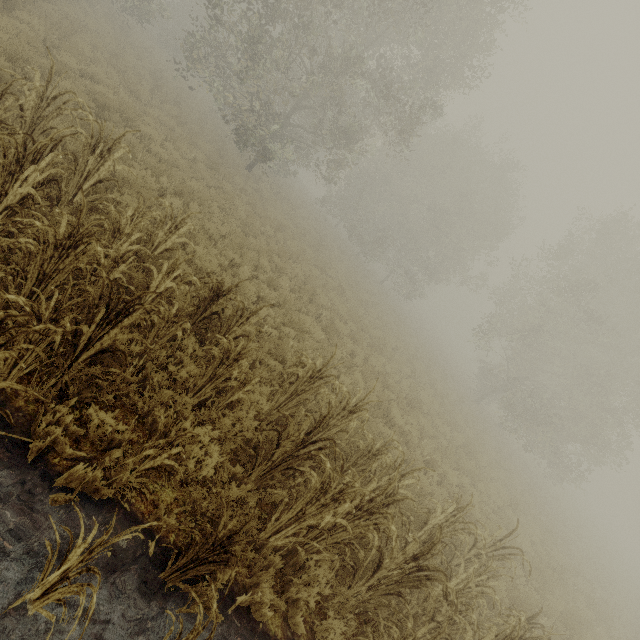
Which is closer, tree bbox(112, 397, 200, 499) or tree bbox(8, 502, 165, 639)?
tree bbox(8, 502, 165, 639)

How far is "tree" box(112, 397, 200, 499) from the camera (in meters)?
2.97

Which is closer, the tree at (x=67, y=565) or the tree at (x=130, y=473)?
the tree at (x=67, y=565)

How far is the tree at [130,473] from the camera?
3.0 meters

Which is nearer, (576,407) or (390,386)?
(390,386)
